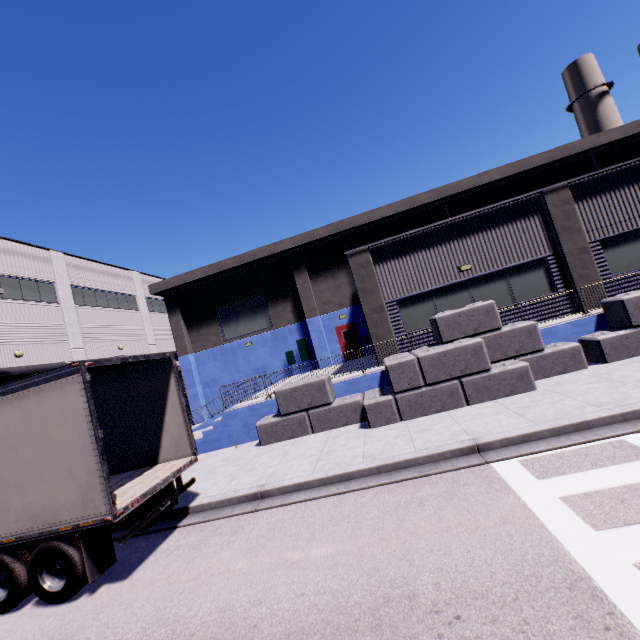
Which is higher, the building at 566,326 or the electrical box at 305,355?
the electrical box at 305,355

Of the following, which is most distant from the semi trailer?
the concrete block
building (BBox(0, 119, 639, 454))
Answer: the concrete block

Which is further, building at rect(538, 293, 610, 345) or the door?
the door

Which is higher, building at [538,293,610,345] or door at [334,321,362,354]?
door at [334,321,362,354]

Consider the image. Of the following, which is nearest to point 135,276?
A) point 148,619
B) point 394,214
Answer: point 394,214

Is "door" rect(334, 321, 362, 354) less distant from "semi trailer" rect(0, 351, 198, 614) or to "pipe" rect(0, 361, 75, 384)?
"semi trailer" rect(0, 351, 198, 614)

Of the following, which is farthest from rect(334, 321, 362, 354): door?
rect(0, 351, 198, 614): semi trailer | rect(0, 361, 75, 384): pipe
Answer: rect(0, 361, 75, 384): pipe

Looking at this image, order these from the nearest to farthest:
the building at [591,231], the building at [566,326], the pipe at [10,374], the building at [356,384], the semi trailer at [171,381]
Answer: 1. the semi trailer at [171,381]
2. the building at [566,326]
3. the building at [356,384]
4. the building at [591,231]
5. the pipe at [10,374]
